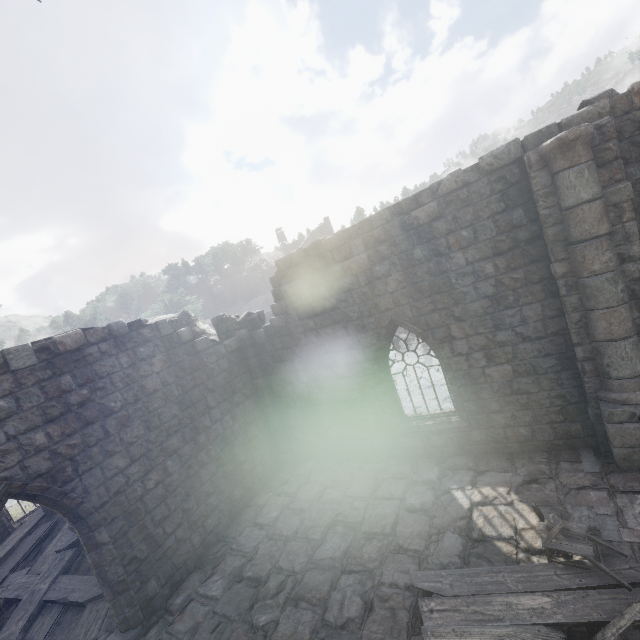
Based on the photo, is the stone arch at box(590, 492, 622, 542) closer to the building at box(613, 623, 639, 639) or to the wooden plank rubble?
the building at box(613, 623, 639, 639)

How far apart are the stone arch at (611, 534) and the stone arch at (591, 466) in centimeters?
59cm

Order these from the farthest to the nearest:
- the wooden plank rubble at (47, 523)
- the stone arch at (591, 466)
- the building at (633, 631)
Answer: the wooden plank rubble at (47, 523)
the stone arch at (591, 466)
the building at (633, 631)

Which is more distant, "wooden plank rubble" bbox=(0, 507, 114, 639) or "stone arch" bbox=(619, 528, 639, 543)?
"wooden plank rubble" bbox=(0, 507, 114, 639)

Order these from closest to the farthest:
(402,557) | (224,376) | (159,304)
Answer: (402,557), (224,376), (159,304)

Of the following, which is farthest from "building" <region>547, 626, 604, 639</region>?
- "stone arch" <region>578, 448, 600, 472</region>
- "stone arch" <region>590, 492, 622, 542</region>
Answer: "stone arch" <region>578, 448, 600, 472</region>

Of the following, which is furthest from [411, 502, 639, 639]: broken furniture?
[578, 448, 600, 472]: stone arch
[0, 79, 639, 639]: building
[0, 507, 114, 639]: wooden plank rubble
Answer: [0, 507, 114, 639]: wooden plank rubble

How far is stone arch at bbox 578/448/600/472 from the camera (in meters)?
6.69
